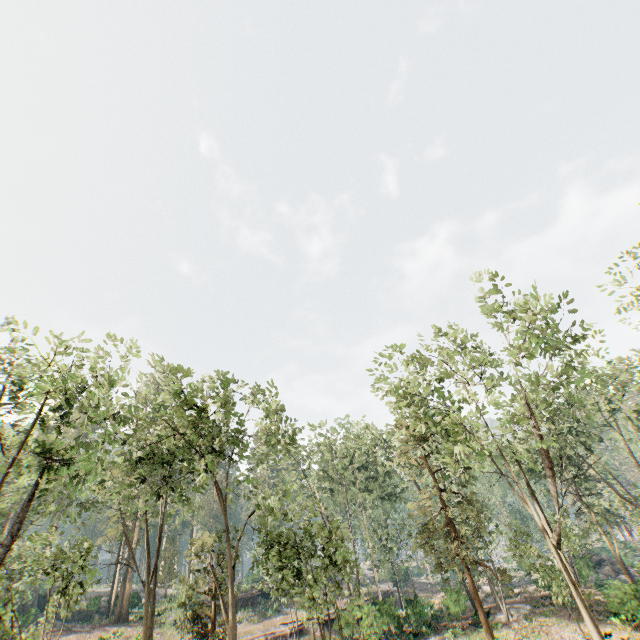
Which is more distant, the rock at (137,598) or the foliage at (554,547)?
the rock at (137,598)

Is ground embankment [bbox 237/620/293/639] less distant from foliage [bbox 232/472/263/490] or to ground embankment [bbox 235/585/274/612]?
foliage [bbox 232/472/263/490]

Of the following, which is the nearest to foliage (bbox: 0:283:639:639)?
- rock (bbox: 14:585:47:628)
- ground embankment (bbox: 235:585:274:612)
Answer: rock (bbox: 14:585:47:628)

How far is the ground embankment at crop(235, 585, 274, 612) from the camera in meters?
39.2 m

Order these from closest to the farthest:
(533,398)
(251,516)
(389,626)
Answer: (533,398) < (389,626) < (251,516)

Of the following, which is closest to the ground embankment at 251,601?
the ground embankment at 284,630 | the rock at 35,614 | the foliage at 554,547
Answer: the foliage at 554,547

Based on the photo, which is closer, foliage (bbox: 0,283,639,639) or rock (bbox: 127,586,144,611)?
foliage (bbox: 0,283,639,639)

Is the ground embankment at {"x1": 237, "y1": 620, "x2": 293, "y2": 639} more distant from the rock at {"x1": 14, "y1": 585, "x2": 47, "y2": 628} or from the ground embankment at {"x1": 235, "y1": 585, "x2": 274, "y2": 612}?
the rock at {"x1": 14, "y1": 585, "x2": 47, "y2": 628}
